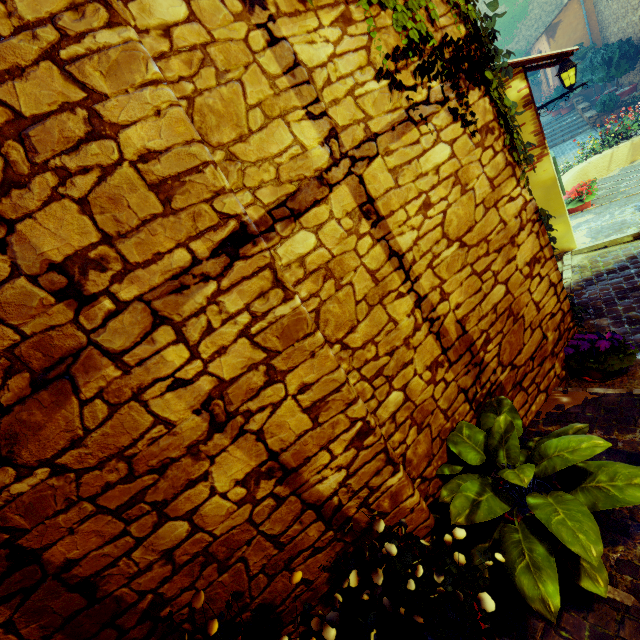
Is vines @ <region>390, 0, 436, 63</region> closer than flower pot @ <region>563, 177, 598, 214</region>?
Yes

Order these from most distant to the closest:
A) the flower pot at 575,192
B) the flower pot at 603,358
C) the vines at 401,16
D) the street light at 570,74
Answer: the flower pot at 575,192 < the street light at 570,74 < the flower pot at 603,358 < the vines at 401,16

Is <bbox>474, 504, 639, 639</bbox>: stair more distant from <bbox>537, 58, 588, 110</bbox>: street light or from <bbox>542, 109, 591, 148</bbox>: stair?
<bbox>537, 58, 588, 110</bbox>: street light

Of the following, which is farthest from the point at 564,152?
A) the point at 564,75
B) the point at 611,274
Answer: the point at 611,274

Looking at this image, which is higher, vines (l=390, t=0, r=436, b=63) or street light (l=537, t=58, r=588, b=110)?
vines (l=390, t=0, r=436, b=63)

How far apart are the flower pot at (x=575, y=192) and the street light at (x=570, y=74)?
1.63m

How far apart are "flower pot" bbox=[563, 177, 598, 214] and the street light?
1.6m

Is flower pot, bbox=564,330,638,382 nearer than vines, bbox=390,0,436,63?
No
